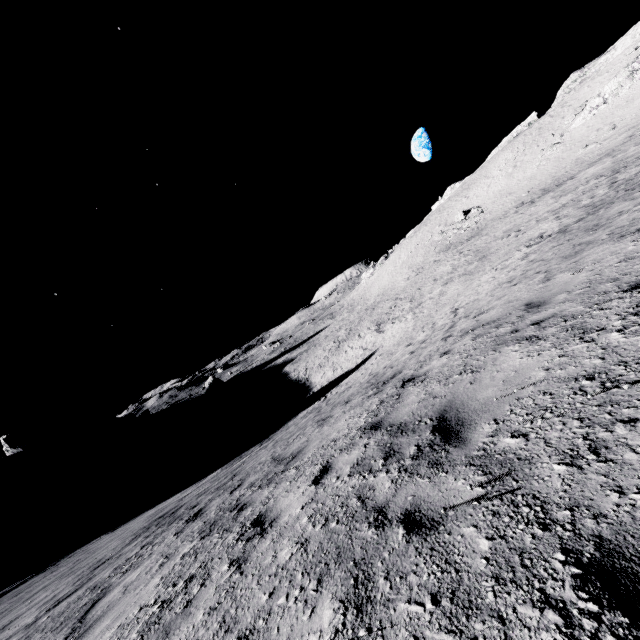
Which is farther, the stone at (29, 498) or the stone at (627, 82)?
the stone at (29, 498)

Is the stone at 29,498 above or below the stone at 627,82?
below

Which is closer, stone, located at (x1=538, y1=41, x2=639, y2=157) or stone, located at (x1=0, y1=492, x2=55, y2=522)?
stone, located at (x1=538, y1=41, x2=639, y2=157)

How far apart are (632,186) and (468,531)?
18.5 meters

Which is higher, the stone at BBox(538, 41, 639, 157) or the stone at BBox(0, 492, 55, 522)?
the stone at BBox(538, 41, 639, 157)
